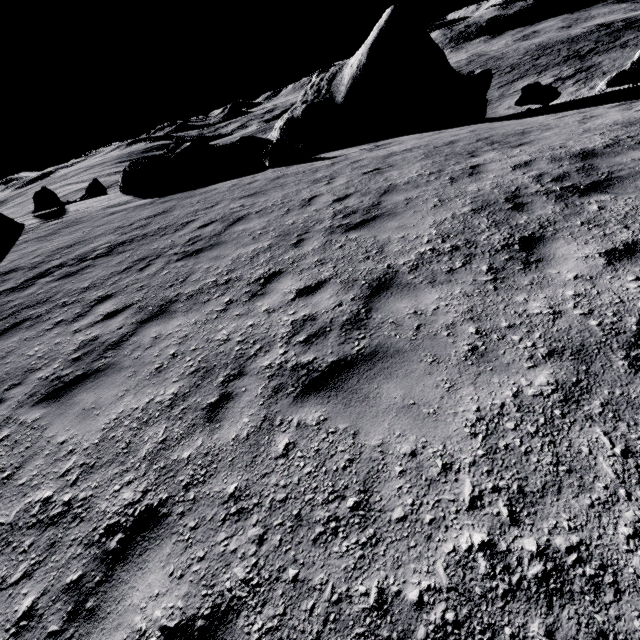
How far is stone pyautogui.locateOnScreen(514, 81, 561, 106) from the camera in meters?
15.3 m

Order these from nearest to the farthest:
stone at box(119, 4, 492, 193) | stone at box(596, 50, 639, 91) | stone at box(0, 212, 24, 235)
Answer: stone at box(596, 50, 639, 91) < stone at box(0, 212, 24, 235) < stone at box(119, 4, 492, 193)

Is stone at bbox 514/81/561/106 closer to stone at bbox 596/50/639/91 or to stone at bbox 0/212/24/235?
stone at bbox 596/50/639/91

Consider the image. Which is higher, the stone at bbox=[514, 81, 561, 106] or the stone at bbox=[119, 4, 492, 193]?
the stone at bbox=[119, 4, 492, 193]

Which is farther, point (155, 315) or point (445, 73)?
point (445, 73)

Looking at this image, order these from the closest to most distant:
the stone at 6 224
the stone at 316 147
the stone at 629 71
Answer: the stone at 629 71
the stone at 6 224
the stone at 316 147

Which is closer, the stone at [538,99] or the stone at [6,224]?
the stone at [538,99]
